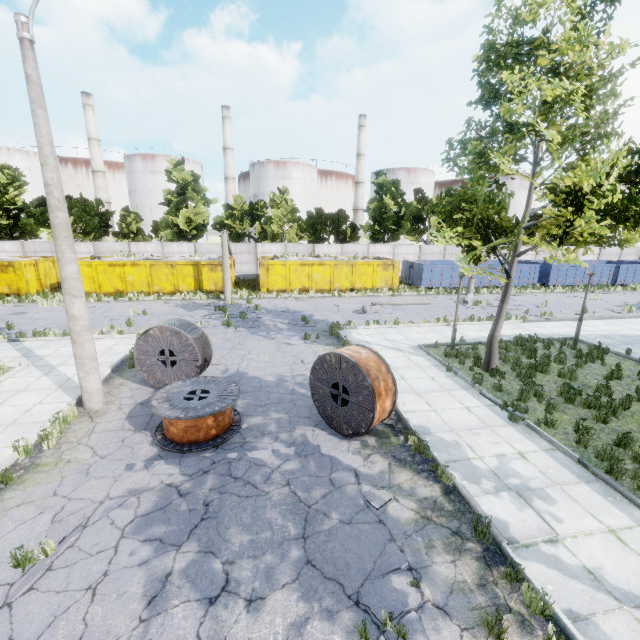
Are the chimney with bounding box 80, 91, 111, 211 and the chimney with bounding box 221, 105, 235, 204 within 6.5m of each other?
no

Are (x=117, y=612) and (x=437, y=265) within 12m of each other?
no

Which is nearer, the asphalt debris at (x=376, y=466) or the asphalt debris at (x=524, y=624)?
the asphalt debris at (x=524, y=624)

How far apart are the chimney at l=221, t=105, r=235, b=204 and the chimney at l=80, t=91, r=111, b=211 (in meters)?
18.52

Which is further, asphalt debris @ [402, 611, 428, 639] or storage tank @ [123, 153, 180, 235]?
storage tank @ [123, 153, 180, 235]

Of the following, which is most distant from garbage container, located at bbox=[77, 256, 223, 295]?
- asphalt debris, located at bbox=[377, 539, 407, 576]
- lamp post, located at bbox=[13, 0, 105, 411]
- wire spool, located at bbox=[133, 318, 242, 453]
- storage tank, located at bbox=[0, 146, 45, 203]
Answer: storage tank, located at bbox=[0, 146, 45, 203]

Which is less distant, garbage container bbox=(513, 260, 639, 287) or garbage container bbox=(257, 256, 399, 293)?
garbage container bbox=(257, 256, 399, 293)

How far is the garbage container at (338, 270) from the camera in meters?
25.6 m
